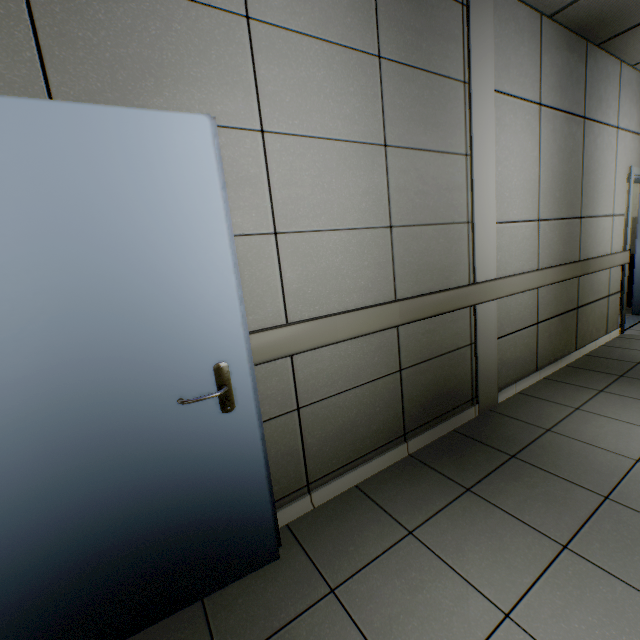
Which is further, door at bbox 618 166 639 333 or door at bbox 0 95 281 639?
door at bbox 618 166 639 333

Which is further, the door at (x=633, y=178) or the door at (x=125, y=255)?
the door at (x=633, y=178)

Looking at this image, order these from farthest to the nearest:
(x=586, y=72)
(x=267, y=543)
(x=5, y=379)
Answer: (x=586, y=72) → (x=267, y=543) → (x=5, y=379)
